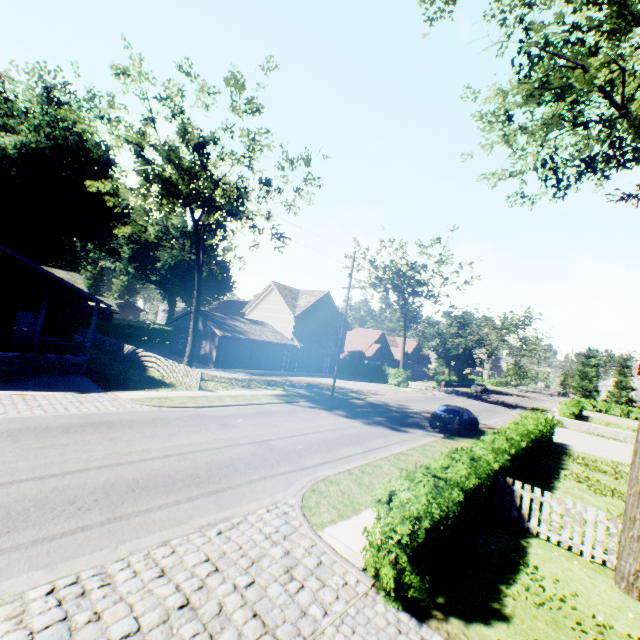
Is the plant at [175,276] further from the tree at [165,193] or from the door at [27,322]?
the tree at [165,193]

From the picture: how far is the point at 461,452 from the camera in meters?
9.6 m

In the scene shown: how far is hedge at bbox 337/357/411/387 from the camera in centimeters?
4291cm

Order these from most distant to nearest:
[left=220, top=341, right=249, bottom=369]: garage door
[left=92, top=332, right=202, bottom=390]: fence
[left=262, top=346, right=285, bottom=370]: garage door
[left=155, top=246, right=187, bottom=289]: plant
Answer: [left=155, top=246, right=187, bottom=289]: plant
[left=262, top=346, right=285, bottom=370]: garage door
[left=220, top=341, right=249, bottom=369]: garage door
[left=92, top=332, right=202, bottom=390]: fence

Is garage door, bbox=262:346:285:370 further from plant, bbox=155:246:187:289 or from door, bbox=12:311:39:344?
plant, bbox=155:246:187:289

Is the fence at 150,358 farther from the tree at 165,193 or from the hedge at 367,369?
the tree at 165,193

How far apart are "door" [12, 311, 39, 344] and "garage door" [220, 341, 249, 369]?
14.4m

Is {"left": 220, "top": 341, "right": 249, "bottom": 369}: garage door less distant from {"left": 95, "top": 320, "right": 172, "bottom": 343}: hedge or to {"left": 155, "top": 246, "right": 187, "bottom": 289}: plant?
{"left": 95, "top": 320, "right": 172, "bottom": 343}: hedge
